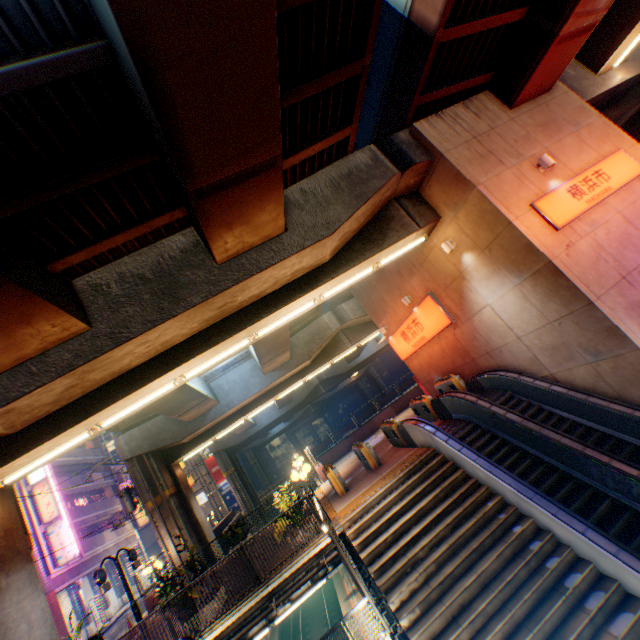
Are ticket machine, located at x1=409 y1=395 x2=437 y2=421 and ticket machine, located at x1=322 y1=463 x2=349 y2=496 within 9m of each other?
yes

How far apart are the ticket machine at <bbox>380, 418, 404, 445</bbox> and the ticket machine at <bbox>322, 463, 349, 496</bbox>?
2.9 meters

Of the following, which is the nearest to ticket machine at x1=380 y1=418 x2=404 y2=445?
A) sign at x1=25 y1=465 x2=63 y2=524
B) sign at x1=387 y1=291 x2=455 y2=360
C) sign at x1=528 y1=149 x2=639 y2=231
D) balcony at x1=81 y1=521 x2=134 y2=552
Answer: sign at x1=387 y1=291 x2=455 y2=360

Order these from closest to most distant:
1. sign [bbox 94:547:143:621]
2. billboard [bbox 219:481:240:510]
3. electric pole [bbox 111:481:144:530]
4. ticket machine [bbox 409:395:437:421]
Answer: sign [bbox 94:547:143:621]
ticket machine [bbox 409:395:437:421]
electric pole [bbox 111:481:144:530]
billboard [bbox 219:481:240:510]

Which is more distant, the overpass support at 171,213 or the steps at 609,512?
the steps at 609,512

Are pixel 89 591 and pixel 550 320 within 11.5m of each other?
no

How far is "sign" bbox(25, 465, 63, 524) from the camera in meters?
26.4 m

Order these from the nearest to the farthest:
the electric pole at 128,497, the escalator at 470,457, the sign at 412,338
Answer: the escalator at 470,457
the sign at 412,338
the electric pole at 128,497
